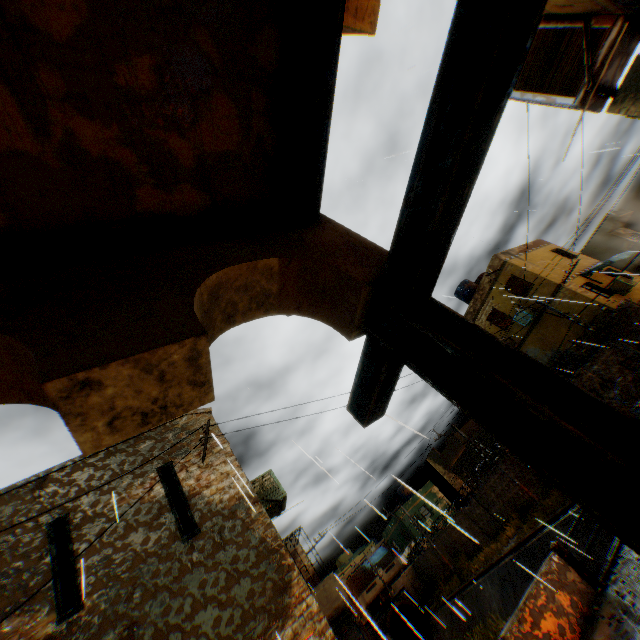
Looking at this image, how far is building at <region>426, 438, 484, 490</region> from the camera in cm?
3008

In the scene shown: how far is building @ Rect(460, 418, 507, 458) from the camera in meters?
27.5 m

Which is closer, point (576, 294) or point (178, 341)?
point (178, 341)

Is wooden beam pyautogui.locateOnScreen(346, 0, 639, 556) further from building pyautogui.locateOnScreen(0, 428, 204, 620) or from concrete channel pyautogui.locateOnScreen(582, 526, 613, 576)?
concrete channel pyautogui.locateOnScreen(582, 526, 613, 576)

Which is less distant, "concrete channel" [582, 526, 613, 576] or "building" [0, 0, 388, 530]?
"building" [0, 0, 388, 530]

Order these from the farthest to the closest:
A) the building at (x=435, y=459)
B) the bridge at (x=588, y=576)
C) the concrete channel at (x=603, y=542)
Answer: the building at (x=435, y=459)
the concrete channel at (x=603, y=542)
the bridge at (x=588, y=576)

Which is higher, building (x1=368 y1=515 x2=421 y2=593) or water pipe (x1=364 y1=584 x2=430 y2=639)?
building (x1=368 y1=515 x2=421 y2=593)

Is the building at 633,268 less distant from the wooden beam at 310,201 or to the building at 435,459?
the wooden beam at 310,201
